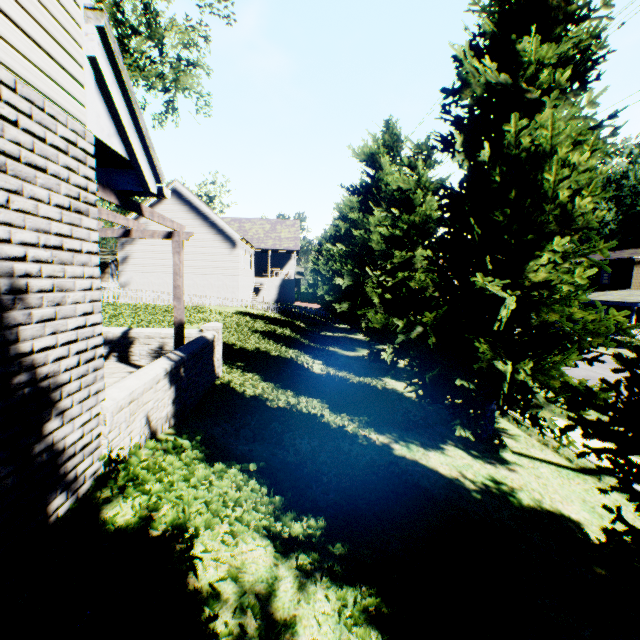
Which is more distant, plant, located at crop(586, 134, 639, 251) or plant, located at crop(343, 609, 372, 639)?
plant, located at crop(586, 134, 639, 251)

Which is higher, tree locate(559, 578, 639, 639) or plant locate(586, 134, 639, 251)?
plant locate(586, 134, 639, 251)

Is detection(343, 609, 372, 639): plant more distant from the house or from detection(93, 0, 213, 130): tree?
the house

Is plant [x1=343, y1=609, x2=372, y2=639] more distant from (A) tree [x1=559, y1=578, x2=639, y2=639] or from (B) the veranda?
(B) the veranda

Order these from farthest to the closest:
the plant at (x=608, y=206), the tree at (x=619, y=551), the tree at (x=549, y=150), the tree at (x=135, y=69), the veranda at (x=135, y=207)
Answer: the plant at (x=608, y=206) → the tree at (x=135, y=69) → the tree at (x=549, y=150) → the veranda at (x=135, y=207) → the tree at (x=619, y=551)

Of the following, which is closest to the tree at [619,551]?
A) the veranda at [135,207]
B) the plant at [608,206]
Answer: the plant at [608,206]

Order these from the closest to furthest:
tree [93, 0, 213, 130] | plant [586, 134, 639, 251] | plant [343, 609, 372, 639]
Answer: plant [343, 609, 372, 639] → tree [93, 0, 213, 130] → plant [586, 134, 639, 251]

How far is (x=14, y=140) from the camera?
2.25m
